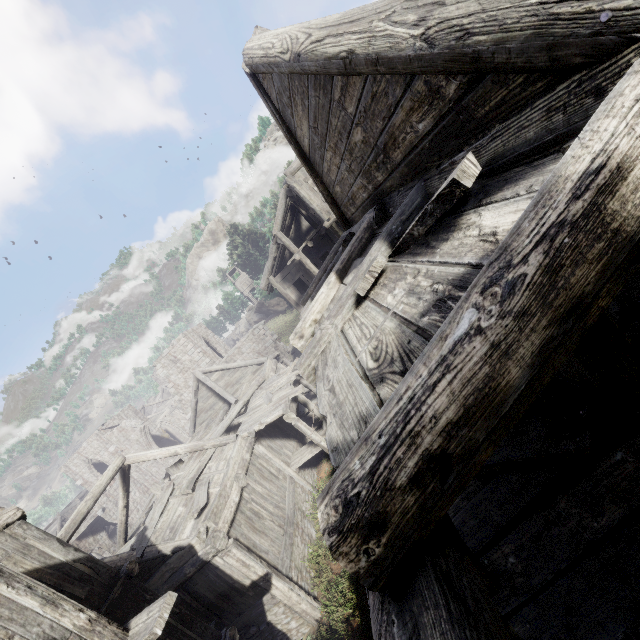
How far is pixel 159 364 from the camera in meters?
30.8
